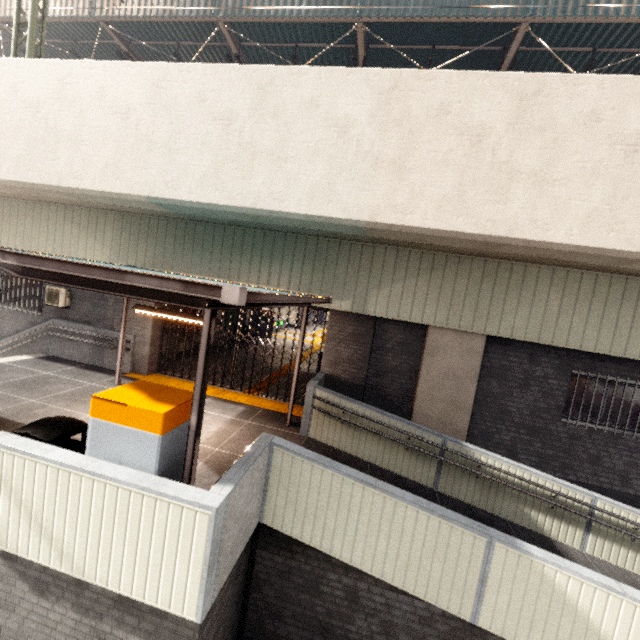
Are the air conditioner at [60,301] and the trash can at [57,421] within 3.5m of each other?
no

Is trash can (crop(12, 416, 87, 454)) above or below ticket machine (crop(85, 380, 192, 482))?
below

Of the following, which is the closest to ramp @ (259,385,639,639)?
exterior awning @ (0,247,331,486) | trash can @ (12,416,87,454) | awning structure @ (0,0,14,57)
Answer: exterior awning @ (0,247,331,486)

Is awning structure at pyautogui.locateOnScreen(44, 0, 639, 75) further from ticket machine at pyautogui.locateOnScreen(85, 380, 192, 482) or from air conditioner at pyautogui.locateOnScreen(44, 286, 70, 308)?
ticket machine at pyautogui.locateOnScreen(85, 380, 192, 482)

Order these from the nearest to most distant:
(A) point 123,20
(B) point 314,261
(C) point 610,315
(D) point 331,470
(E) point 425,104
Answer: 1. (D) point 331,470
2. (E) point 425,104
3. (C) point 610,315
4. (B) point 314,261
5. (A) point 123,20

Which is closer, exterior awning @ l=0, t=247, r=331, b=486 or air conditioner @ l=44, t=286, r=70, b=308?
exterior awning @ l=0, t=247, r=331, b=486

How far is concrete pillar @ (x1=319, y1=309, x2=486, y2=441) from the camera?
7.9m

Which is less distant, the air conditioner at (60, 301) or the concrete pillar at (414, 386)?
the concrete pillar at (414, 386)
